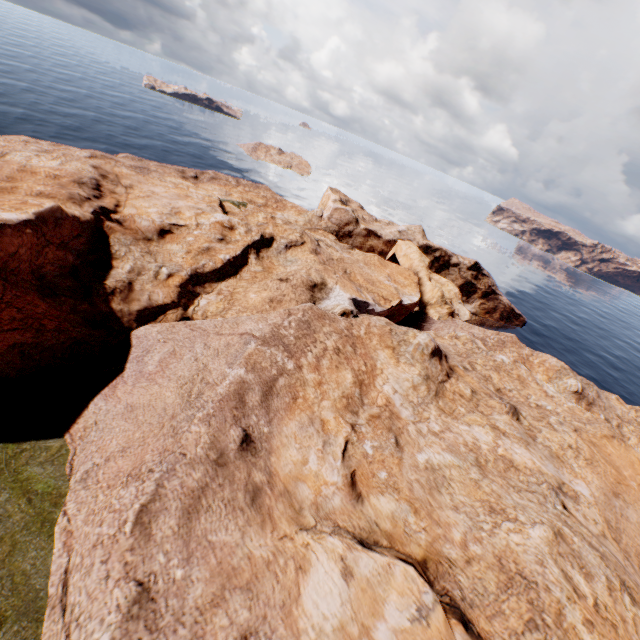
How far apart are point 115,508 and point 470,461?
19.93m
